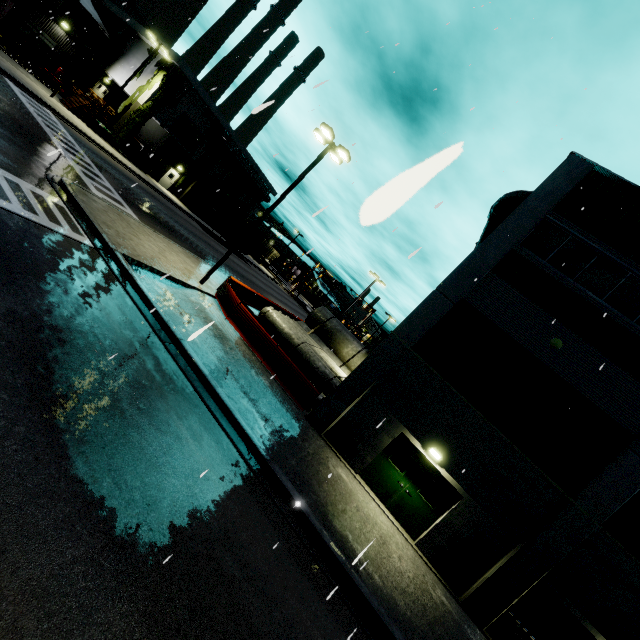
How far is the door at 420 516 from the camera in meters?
11.8

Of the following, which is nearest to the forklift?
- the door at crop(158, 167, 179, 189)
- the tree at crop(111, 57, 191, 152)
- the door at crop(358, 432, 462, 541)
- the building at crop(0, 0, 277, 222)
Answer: the building at crop(0, 0, 277, 222)

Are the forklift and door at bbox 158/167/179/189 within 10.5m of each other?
no

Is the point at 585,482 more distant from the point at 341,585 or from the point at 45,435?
the point at 45,435

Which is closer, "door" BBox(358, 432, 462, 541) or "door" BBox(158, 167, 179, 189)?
"door" BBox(358, 432, 462, 541)

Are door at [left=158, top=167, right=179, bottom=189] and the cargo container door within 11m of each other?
yes

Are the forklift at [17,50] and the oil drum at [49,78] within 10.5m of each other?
yes

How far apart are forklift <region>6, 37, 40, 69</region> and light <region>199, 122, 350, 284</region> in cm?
3050
